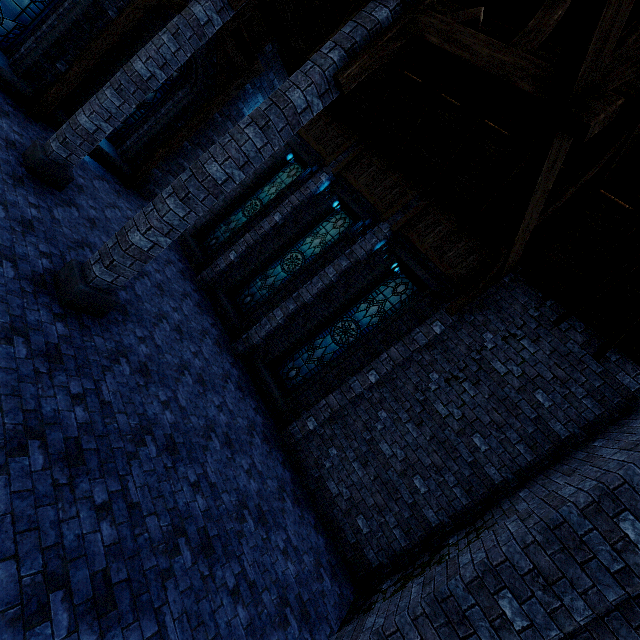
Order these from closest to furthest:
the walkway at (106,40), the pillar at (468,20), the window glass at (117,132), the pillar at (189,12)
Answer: the pillar at (468,20)
the pillar at (189,12)
the walkway at (106,40)
the window glass at (117,132)

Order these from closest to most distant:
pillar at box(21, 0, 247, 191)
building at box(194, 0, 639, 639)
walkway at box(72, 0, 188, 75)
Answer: building at box(194, 0, 639, 639) → pillar at box(21, 0, 247, 191) → walkway at box(72, 0, 188, 75)

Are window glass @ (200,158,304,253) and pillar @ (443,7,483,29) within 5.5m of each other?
no

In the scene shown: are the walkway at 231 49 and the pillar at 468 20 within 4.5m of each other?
no

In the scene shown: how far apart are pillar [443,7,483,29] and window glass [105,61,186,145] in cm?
909

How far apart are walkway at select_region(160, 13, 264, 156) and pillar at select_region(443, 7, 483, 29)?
7.80m

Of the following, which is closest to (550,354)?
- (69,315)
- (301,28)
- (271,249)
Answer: (271,249)

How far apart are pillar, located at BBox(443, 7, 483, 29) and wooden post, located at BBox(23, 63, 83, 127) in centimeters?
941cm
